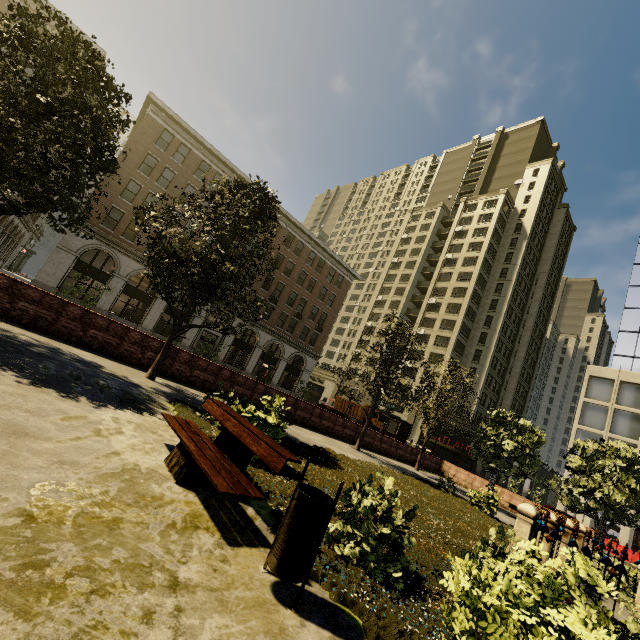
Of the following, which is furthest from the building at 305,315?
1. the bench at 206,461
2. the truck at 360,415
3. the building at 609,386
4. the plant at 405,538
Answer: the bench at 206,461

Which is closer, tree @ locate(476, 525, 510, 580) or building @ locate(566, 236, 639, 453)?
tree @ locate(476, 525, 510, 580)

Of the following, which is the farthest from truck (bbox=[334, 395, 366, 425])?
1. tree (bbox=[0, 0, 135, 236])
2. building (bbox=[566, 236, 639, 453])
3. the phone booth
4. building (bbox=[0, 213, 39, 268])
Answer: building (bbox=[0, 213, 39, 268])

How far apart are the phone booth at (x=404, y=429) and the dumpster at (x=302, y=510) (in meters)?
21.70

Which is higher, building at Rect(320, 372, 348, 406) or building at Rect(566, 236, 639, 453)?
building at Rect(566, 236, 639, 453)

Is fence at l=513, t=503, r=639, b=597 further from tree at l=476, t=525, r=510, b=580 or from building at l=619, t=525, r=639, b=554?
building at l=619, t=525, r=639, b=554

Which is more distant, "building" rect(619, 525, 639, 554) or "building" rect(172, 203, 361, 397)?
"building" rect(172, 203, 361, 397)

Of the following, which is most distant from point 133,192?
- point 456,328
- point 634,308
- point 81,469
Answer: point 634,308
